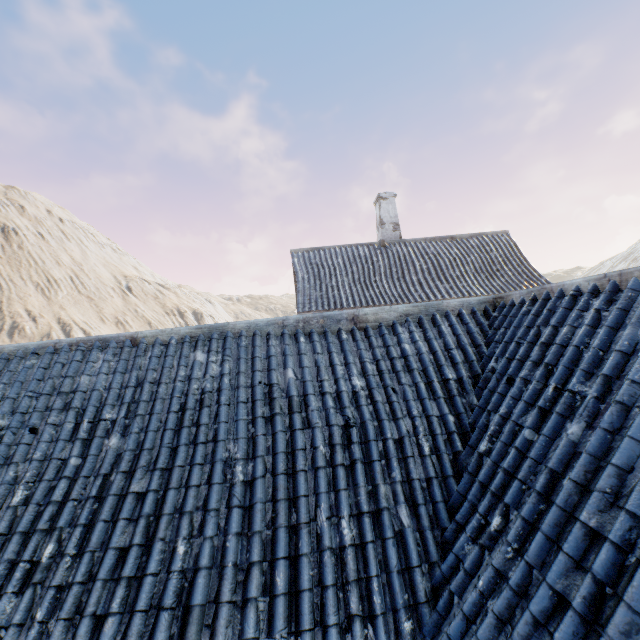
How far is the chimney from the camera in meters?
14.9 m

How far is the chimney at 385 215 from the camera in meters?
14.9

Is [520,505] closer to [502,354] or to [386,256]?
[502,354]
